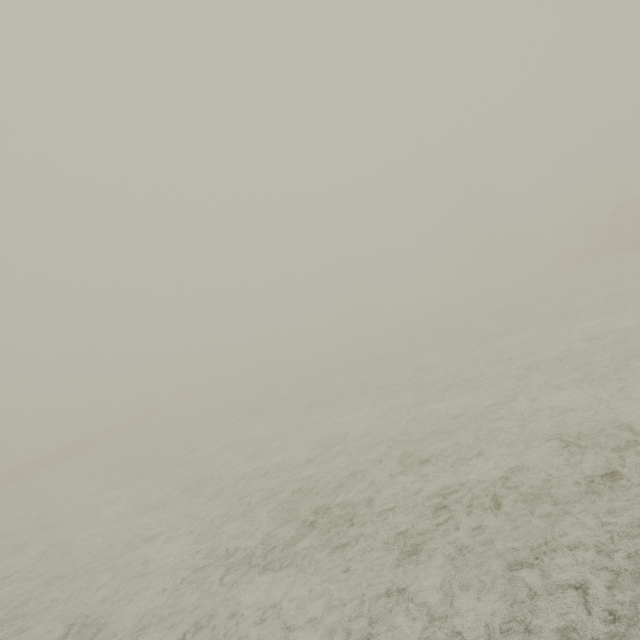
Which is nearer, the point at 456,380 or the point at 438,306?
the point at 456,380
